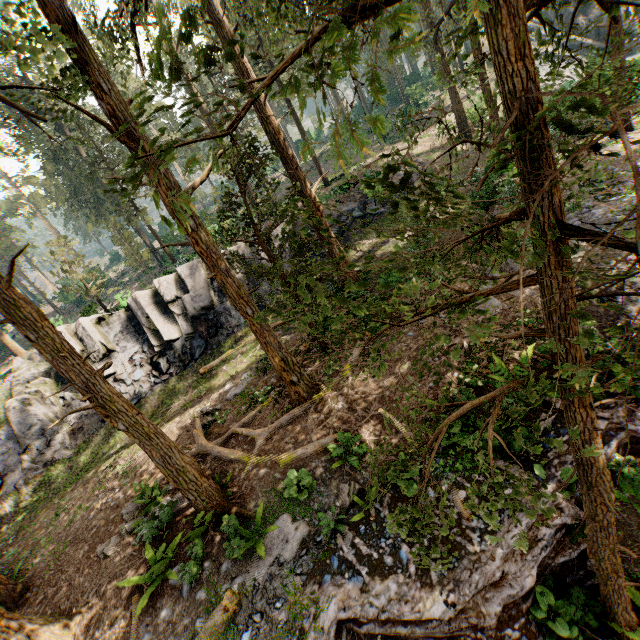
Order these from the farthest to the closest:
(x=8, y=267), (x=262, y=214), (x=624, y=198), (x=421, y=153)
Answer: (x=8, y=267) < (x=262, y=214) < (x=421, y=153) < (x=624, y=198)

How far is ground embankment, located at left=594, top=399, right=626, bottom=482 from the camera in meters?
6.8

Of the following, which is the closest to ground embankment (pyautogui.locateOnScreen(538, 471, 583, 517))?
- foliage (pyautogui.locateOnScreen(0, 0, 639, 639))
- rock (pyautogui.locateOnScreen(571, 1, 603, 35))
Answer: foliage (pyautogui.locateOnScreen(0, 0, 639, 639))

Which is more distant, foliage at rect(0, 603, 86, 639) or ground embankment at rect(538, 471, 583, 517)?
foliage at rect(0, 603, 86, 639)

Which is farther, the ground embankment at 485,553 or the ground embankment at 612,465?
the ground embankment at 612,465
